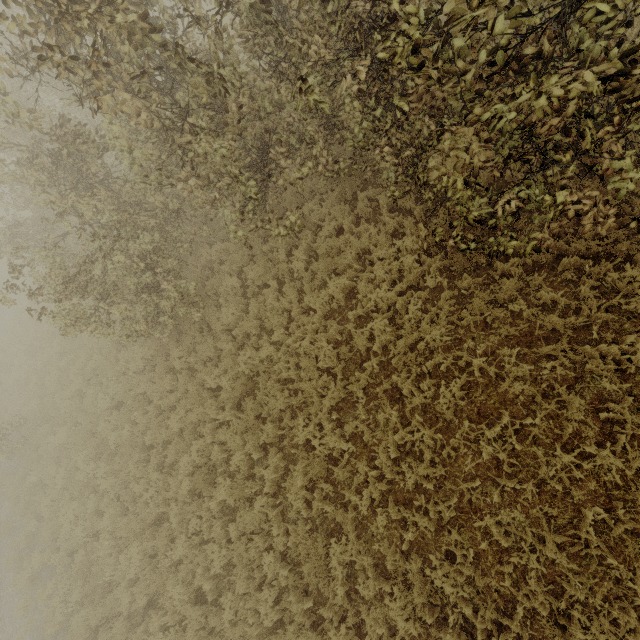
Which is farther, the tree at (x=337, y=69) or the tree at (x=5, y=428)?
the tree at (x=5, y=428)

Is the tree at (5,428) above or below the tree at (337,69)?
below

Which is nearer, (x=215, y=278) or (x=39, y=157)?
(x=215, y=278)

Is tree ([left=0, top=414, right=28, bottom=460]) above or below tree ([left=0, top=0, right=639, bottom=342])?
below

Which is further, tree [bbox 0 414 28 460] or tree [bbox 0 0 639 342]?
tree [bbox 0 414 28 460]
